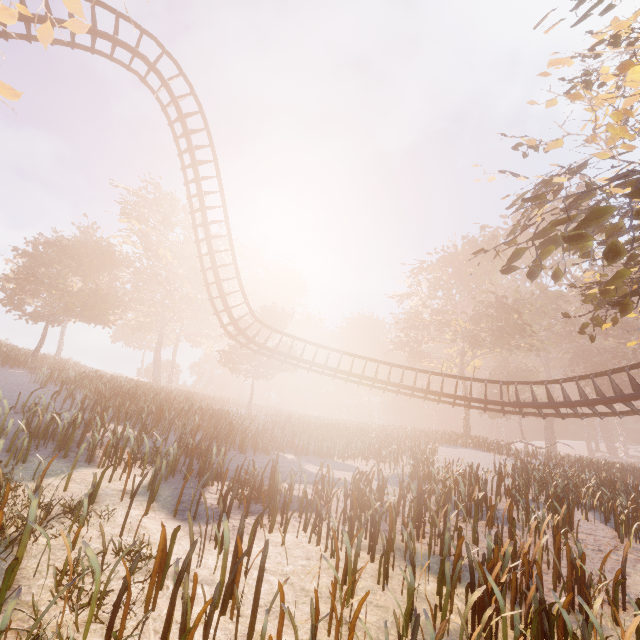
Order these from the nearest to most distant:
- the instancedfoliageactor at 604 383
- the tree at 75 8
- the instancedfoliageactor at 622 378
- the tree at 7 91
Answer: the tree at 75 8 → the tree at 7 91 → the instancedfoliageactor at 622 378 → the instancedfoliageactor at 604 383

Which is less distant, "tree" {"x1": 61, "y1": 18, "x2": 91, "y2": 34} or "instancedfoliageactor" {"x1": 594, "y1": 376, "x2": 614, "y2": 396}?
"tree" {"x1": 61, "y1": 18, "x2": 91, "y2": 34}

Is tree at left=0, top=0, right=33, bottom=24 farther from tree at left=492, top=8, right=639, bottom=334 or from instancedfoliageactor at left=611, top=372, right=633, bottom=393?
instancedfoliageactor at left=611, top=372, right=633, bottom=393

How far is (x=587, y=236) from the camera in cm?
657

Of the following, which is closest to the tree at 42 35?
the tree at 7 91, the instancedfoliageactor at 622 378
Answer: the tree at 7 91

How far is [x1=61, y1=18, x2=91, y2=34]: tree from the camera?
4.9 meters

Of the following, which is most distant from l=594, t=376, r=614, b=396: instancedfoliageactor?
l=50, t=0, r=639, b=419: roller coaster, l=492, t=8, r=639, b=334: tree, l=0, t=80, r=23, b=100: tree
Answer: l=0, t=80, r=23, b=100: tree

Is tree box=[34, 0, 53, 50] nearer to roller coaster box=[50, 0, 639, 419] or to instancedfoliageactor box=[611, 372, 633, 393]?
roller coaster box=[50, 0, 639, 419]
